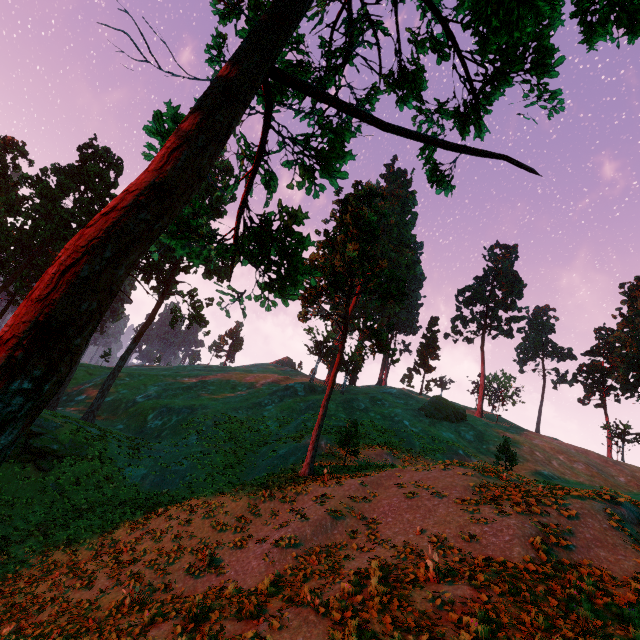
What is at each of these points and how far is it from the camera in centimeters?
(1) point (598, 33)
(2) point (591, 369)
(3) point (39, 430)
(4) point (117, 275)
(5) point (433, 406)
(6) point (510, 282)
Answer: (1) treerock, 425cm
(2) treerock, 5603cm
(3) rock, 2308cm
(4) treerock, 243cm
(5) treerock, 4281cm
(6) treerock, 5800cm

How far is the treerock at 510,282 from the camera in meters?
57.7 m

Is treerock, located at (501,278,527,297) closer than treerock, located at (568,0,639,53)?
No

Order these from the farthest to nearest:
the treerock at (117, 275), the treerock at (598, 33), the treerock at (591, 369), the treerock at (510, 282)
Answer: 1. the treerock at (510, 282)
2. the treerock at (591, 369)
3. the treerock at (598, 33)
4. the treerock at (117, 275)

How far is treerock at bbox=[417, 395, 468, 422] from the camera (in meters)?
41.91

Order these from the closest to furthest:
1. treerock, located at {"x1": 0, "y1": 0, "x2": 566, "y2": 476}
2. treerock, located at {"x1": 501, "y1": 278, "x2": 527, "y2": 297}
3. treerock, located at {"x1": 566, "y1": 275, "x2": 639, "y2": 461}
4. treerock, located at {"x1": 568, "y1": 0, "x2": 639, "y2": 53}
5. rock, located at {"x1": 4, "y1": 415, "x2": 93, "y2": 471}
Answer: treerock, located at {"x1": 0, "y1": 0, "x2": 566, "y2": 476}
treerock, located at {"x1": 568, "y1": 0, "x2": 639, "y2": 53}
rock, located at {"x1": 4, "y1": 415, "x2": 93, "y2": 471}
treerock, located at {"x1": 566, "y1": 275, "x2": 639, "y2": 461}
treerock, located at {"x1": 501, "y1": 278, "x2": 527, "y2": 297}
